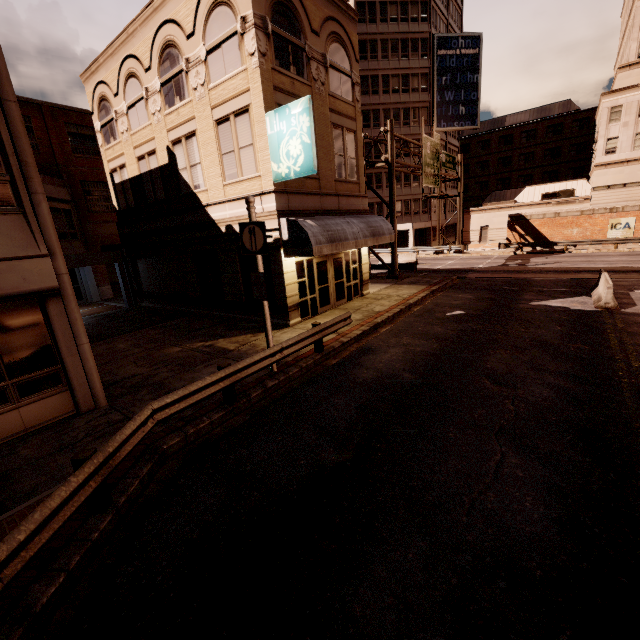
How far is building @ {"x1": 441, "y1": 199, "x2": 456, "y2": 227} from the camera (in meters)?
49.59

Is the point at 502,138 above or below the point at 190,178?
above

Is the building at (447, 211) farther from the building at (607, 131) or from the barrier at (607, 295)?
the barrier at (607, 295)

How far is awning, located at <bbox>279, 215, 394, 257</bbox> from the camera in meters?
11.9

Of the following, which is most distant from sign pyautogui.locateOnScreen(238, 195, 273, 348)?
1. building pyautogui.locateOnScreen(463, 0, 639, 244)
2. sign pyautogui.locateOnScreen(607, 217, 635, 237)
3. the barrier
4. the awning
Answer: building pyautogui.locateOnScreen(463, 0, 639, 244)

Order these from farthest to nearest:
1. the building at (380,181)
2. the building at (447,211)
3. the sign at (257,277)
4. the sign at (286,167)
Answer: the building at (447,211), the building at (380,181), the sign at (286,167), the sign at (257,277)

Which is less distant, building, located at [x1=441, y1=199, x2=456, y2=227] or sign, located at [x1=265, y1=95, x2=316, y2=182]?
sign, located at [x1=265, y1=95, x2=316, y2=182]
